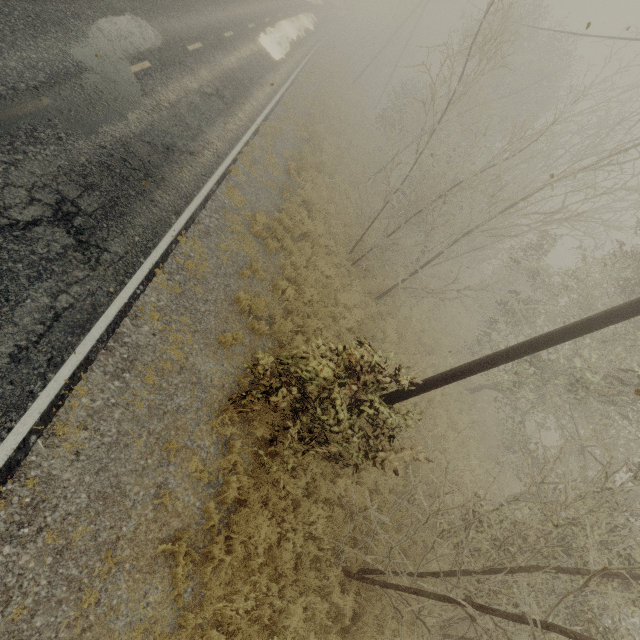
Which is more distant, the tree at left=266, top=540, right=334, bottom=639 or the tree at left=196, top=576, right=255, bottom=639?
the tree at left=266, top=540, right=334, bottom=639

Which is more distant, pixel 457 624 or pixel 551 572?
pixel 457 624

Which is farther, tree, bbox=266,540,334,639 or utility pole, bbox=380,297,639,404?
tree, bbox=266,540,334,639

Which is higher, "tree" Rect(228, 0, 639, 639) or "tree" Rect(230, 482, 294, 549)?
"tree" Rect(228, 0, 639, 639)

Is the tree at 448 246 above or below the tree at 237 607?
above

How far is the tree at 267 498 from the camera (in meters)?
5.77

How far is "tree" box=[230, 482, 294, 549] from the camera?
5.8 meters
